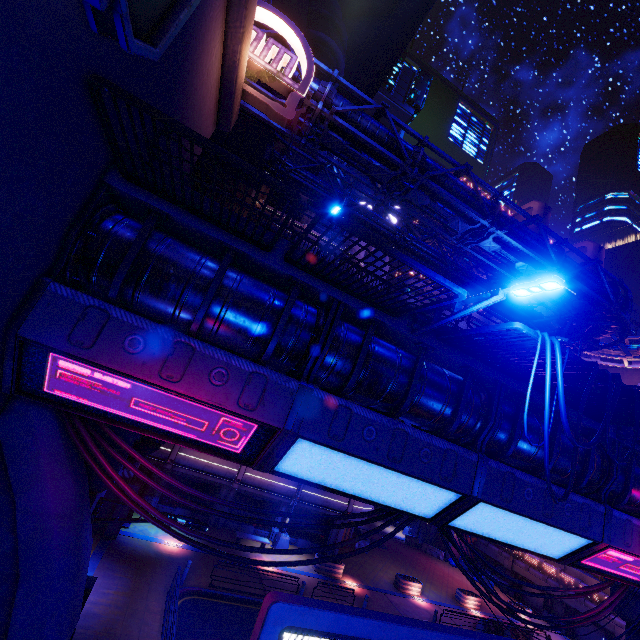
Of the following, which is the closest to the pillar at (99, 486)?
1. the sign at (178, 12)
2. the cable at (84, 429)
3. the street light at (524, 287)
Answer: the cable at (84, 429)

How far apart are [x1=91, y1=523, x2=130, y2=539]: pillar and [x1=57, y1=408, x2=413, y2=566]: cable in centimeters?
1462cm

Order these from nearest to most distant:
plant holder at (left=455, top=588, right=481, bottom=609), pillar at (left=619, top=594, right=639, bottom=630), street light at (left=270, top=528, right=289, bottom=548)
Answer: pillar at (left=619, top=594, right=639, bottom=630), street light at (left=270, top=528, right=289, bottom=548), plant holder at (left=455, top=588, right=481, bottom=609)

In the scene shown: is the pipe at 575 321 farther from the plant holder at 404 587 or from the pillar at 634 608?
the plant holder at 404 587

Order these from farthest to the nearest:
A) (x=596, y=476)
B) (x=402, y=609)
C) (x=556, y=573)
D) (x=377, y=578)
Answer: (x=556, y=573) < (x=377, y=578) < (x=402, y=609) < (x=596, y=476)

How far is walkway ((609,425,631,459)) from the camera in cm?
965

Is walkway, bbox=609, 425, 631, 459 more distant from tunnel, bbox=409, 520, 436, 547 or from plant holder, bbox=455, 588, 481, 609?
plant holder, bbox=455, 588, 481, 609

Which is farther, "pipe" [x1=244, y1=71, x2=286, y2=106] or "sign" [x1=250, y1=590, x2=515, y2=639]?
"pipe" [x1=244, y1=71, x2=286, y2=106]
